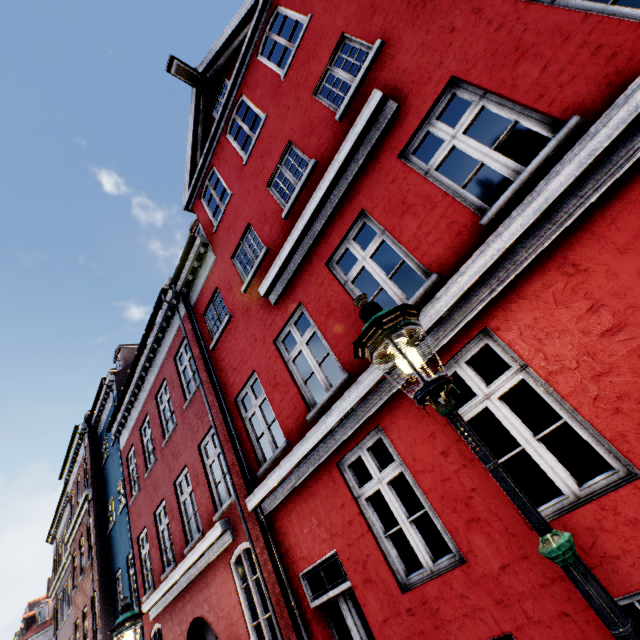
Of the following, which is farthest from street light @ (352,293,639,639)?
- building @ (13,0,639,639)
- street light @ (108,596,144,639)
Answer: street light @ (108,596,144,639)

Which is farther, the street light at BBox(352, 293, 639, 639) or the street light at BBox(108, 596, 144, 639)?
the street light at BBox(108, 596, 144, 639)

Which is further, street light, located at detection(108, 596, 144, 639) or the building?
street light, located at detection(108, 596, 144, 639)

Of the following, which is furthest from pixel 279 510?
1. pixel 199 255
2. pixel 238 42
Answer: pixel 238 42

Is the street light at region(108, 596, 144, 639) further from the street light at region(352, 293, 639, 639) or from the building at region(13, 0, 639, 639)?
the street light at region(352, 293, 639, 639)

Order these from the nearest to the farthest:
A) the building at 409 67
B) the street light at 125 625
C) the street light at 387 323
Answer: the street light at 387 323, the building at 409 67, the street light at 125 625

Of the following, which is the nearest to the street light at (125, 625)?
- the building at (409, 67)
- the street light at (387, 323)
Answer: the building at (409, 67)

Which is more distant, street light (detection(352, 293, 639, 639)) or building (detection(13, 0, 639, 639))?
building (detection(13, 0, 639, 639))
